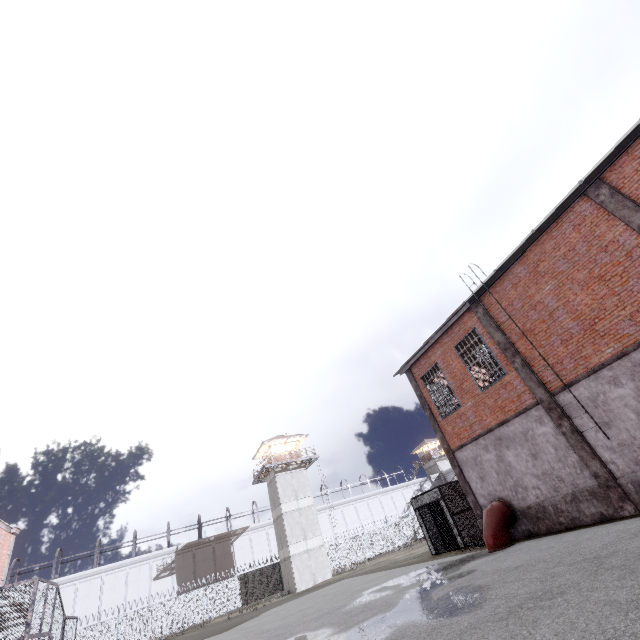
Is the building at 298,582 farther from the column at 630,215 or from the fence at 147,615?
the column at 630,215

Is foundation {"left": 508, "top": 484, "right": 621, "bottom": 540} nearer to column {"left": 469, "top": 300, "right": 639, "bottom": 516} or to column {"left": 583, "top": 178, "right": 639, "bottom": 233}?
column {"left": 469, "top": 300, "right": 639, "bottom": 516}

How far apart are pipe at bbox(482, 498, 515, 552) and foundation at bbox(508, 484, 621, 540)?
0.05m

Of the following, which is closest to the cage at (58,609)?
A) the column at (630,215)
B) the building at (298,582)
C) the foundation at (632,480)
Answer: the column at (630,215)

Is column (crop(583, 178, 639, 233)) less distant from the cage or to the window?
the window

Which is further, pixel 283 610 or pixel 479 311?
pixel 283 610

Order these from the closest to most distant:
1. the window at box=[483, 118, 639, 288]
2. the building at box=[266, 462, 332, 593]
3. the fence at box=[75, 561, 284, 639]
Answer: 1. the window at box=[483, 118, 639, 288]
2. the fence at box=[75, 561, 284, 639]
3. the building at box=[266, 462, 332, 593]

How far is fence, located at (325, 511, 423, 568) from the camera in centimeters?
4031cm
